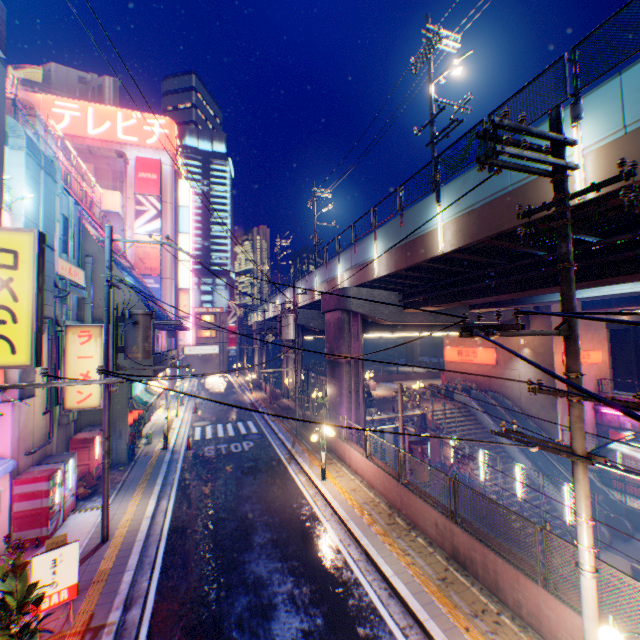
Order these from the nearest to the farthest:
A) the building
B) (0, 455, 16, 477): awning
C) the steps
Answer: (0, 455, 16, 477): awning < the building < the steps

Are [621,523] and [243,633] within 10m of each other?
no

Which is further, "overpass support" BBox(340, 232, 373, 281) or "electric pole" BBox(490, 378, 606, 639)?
"overpass support" BBox(340, 232, 373, 281)

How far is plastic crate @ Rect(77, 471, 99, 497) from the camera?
12.74m

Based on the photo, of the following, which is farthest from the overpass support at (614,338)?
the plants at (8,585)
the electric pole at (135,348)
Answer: the plants at (8,585)

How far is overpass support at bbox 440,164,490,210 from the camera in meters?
10.8

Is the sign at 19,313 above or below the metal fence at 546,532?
above

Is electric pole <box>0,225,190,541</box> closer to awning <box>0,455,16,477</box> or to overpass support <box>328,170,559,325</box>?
awning <box>0,455,16,477</box>
